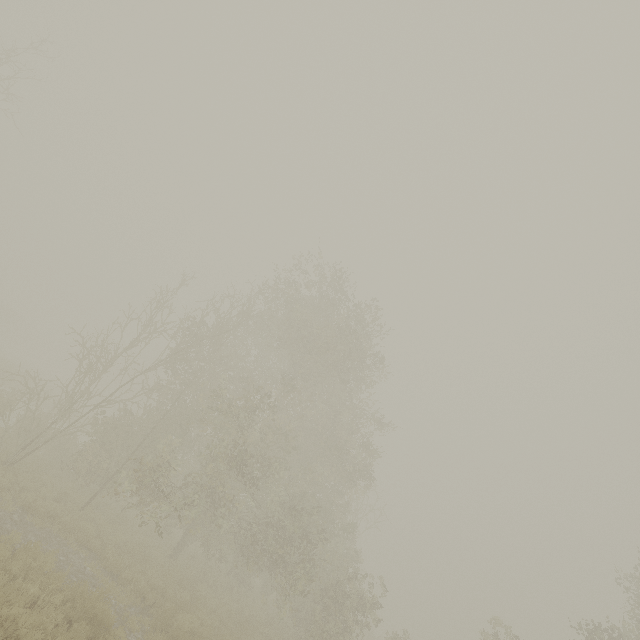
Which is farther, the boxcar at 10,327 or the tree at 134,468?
the boxcar at 10,327

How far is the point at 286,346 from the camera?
19.98m

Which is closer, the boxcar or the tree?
the tree
